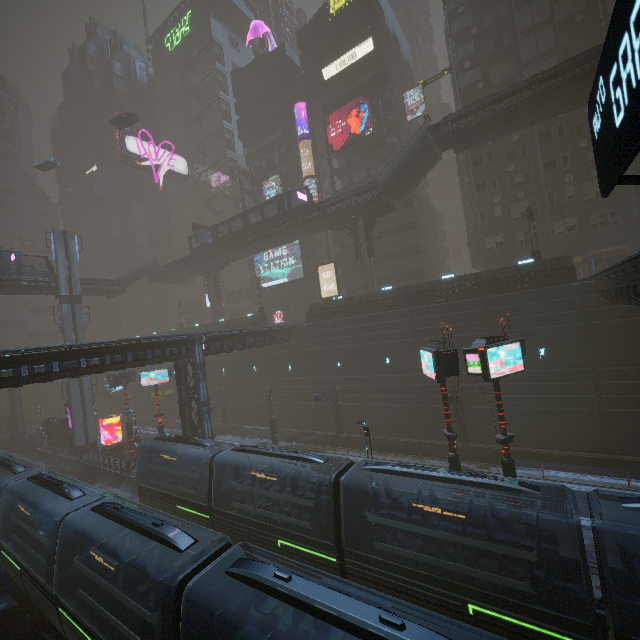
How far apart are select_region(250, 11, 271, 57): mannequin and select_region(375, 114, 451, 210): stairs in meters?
39.9 m

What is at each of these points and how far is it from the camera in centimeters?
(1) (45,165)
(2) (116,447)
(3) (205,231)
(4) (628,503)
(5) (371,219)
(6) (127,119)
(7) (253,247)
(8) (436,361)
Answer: (1) car, 5188cm
(2) sign, 3556cm
(3) sign, 4312cm
(4) train, 909cm
(5) building structure, 3453cm
(6) car, 4406cm
(7) bridge, 4297cm
(8) sign, 1485cm

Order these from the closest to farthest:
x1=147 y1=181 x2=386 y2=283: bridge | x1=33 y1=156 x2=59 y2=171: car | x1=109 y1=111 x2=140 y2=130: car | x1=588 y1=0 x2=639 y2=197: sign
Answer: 1. x1=588 y1=0 x2=639 y2=197: sign
2. x1=147 y1=181 x2=386 y2=283: bridge
3. x1=109 y1=111 x2=140 y2=130: car
4. x1=33 y1=156 x2=59 y2=171: car

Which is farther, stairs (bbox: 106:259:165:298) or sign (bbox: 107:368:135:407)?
stairs (bbox: 106:259:165:298)

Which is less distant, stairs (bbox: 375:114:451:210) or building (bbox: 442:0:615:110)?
stairs (bbox: 375:114:451:210)

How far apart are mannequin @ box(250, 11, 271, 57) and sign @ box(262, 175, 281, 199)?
22.4m

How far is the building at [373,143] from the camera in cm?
4191

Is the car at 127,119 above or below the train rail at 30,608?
above
